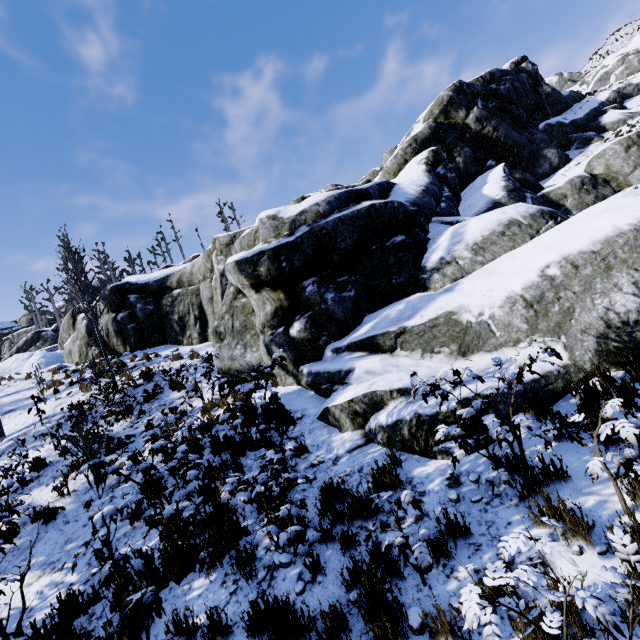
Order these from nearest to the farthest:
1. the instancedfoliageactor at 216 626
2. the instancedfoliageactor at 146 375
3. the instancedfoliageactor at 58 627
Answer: the instancedfoliageactor at 58 627
the instancedfoliageactor at 216 626
the instancedfoliageactor at 146 375

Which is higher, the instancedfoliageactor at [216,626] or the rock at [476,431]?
the rock at [476,431]

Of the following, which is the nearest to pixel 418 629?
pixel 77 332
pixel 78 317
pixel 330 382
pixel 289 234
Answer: pixel 330 382

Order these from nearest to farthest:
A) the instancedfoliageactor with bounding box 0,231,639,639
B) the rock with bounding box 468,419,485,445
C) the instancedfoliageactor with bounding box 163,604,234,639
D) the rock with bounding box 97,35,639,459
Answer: the instancedfoliageactor with bounding box 0,231,639,639 → the instancedfoliageactor with bounding box 163,604,234,639 → the rock with bounding box 468,419,485,445 → the rock with bounding box 97,35,639,459

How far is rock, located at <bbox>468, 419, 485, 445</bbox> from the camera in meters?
4.7

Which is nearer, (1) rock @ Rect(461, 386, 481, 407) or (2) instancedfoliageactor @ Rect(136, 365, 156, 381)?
(1) rock @ Rect(461, 386, 481, 407)
